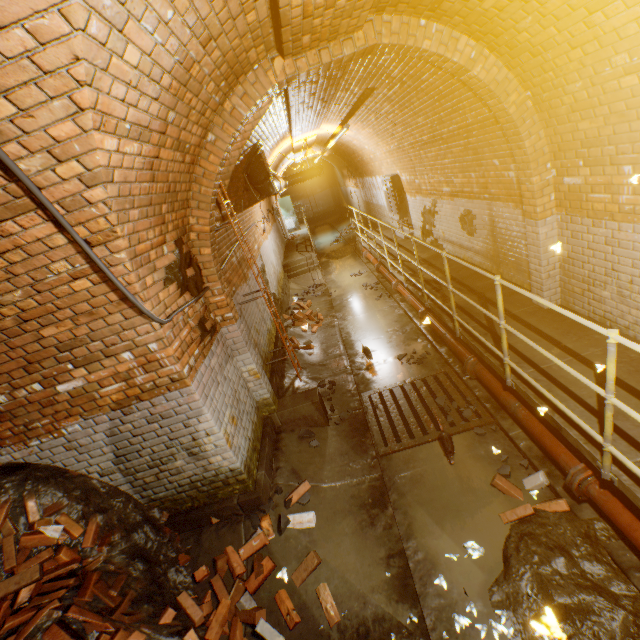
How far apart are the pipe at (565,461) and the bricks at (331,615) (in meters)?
2.52

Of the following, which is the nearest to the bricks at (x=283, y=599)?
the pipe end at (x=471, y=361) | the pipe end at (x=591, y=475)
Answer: the pipe end at (x=591, y=475)

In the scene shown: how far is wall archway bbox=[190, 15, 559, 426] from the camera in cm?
321

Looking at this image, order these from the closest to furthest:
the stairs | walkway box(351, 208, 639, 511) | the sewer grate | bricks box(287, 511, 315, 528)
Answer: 1. walkway box(351, 208, 639, 511)
2. bricks box(287, 511, 315, 528)
3. the sewer grate
4. the stairs

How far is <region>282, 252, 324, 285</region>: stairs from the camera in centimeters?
1198cm

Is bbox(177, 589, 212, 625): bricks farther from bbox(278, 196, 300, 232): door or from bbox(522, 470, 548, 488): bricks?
bbox(278, 196, 300, 232): door

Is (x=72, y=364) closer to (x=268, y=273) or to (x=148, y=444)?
(x=148, y=444)

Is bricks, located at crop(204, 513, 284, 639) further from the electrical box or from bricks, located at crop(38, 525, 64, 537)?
the electrical box
